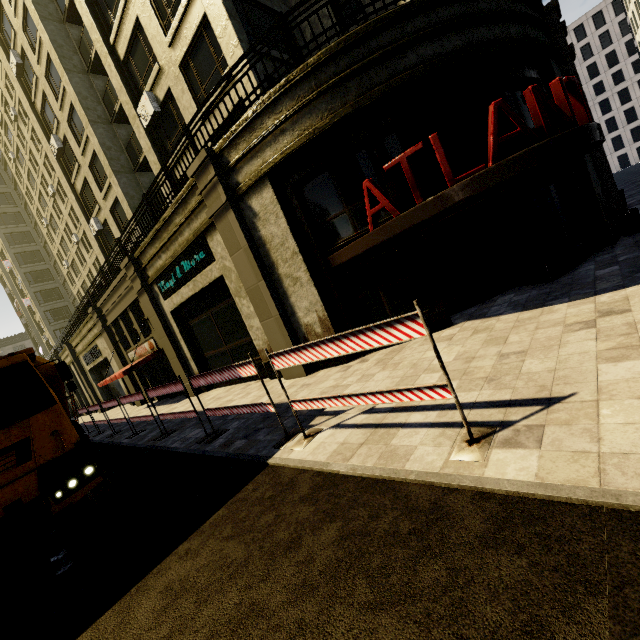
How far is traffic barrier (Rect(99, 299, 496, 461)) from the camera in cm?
335

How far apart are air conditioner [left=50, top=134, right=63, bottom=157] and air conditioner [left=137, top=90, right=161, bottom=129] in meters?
11.9 m

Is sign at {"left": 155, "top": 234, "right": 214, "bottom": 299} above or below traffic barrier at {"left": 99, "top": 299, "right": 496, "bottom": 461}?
above

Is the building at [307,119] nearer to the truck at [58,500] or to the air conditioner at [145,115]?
the air conditioner at [145,115]

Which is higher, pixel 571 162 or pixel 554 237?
pixel 571 162

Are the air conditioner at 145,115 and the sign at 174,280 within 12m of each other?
yes

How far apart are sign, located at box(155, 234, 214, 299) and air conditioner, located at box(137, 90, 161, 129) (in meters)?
7.07

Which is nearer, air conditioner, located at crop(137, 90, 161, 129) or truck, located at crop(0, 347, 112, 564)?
truck, located at crop(0, 347, 112, 564)
